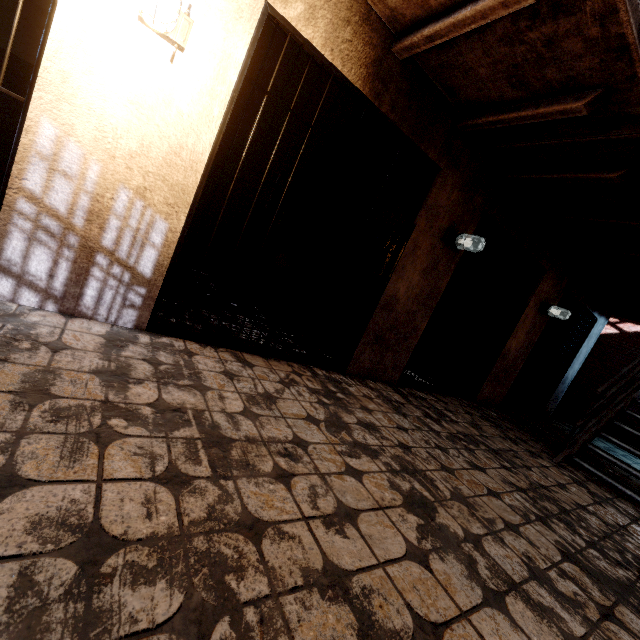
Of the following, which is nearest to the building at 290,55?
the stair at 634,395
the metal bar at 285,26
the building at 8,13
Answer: the metal bar at 285,26

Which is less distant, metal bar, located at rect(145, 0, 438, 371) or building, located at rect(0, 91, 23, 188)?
metal bar, located at rect(145, 0, 438, 371)

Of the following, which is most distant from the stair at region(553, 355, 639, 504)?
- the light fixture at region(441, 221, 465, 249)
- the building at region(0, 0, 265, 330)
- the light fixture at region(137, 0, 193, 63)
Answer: the light fixture at region(137, 0, 193, 63)

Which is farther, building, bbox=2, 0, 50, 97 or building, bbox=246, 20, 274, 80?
building, bbox=2, 0, 50, 97

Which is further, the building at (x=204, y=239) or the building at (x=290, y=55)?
the building at (x=204, y=239)

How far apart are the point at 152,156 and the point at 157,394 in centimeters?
152cm

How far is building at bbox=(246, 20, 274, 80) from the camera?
3.23m

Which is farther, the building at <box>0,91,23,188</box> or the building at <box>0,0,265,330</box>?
the building at <box>0,91,23,188</box>
